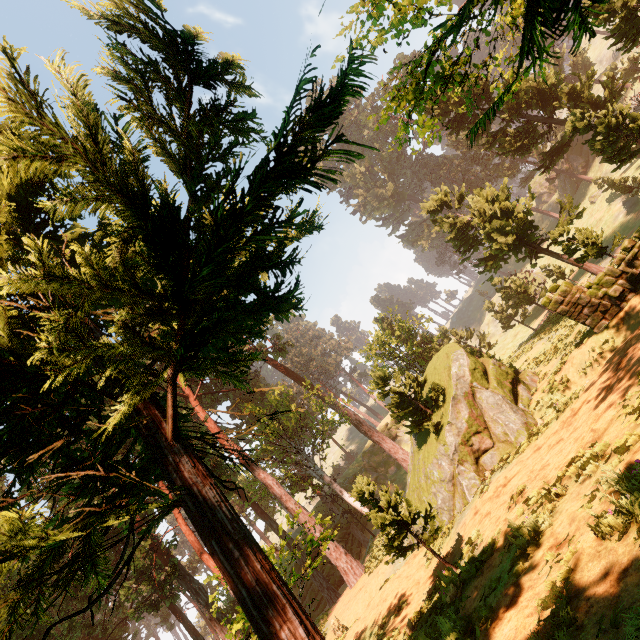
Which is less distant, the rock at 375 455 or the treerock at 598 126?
the treerock at 598 126

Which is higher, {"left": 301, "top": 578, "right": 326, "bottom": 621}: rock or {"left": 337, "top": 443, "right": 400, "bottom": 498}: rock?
{"left": 337, "top": 443, "right": 400, "bottom": 498}: rock

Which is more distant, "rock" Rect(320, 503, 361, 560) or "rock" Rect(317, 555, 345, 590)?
"rock" Rect(320, 503, 361, 560)

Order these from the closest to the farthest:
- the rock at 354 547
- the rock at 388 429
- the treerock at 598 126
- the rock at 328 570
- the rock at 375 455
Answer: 1. the treerock at 598 126
2. the rock at 328 570
3. the rock at 354 547
4. the rock at 375 455
5. the rock at 388 429

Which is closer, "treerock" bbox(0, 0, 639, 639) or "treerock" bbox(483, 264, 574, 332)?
"treerock" bbox(0, 0, 639, 639)

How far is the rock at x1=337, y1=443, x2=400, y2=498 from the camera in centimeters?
4356cm

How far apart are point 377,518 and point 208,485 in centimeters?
842cm

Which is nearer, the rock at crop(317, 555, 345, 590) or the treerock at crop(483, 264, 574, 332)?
the treerock at crop(483, 264, 574, 332)
